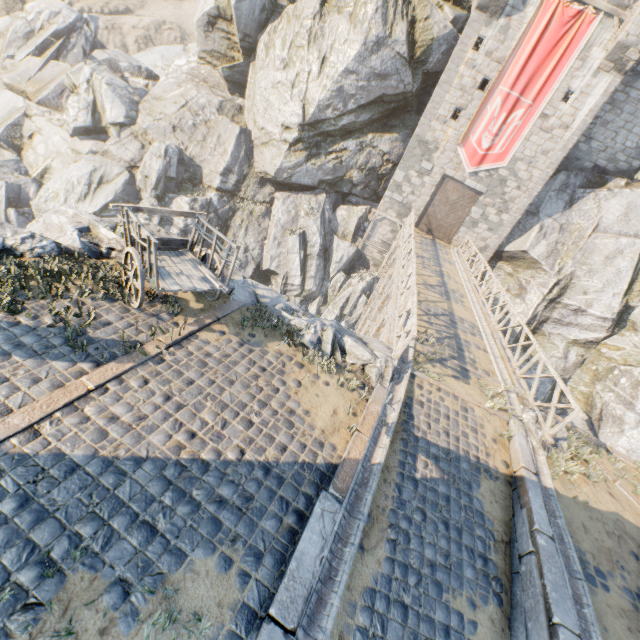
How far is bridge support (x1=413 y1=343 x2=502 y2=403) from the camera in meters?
8.6 m

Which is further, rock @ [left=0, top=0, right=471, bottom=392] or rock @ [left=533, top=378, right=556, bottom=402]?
rock @ [left=533, top=378, right=556, bottom=402]

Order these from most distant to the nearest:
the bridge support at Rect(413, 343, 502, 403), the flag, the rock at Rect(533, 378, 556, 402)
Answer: the rock at Rect(533, 378, 556, 402)
the flag
the bridge support at Rect(413, 343, 502, 403)

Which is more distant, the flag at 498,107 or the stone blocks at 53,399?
the flag at 498,107

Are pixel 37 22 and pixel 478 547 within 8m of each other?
no

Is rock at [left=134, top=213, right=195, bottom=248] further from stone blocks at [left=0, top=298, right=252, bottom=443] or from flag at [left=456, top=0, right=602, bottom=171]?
flag at [left=456, top=0, right=602, bottom=171]

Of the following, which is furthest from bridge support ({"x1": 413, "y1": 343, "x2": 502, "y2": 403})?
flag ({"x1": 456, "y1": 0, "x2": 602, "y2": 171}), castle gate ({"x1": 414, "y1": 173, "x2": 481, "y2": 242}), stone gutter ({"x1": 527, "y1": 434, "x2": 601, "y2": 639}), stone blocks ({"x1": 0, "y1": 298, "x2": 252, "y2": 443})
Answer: flag ({"x1": 456, "y1": 0, "x2": 602, "y2": 171})

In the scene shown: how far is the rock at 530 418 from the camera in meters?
8.0
